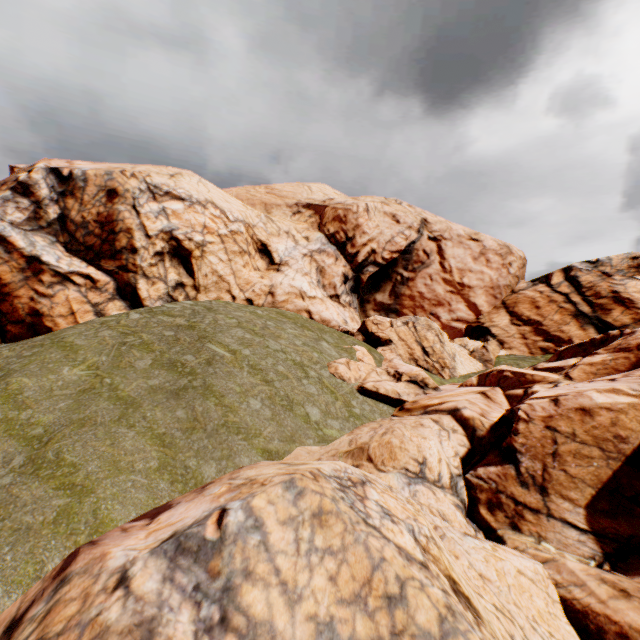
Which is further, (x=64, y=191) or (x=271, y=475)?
(x=64, y=191)
